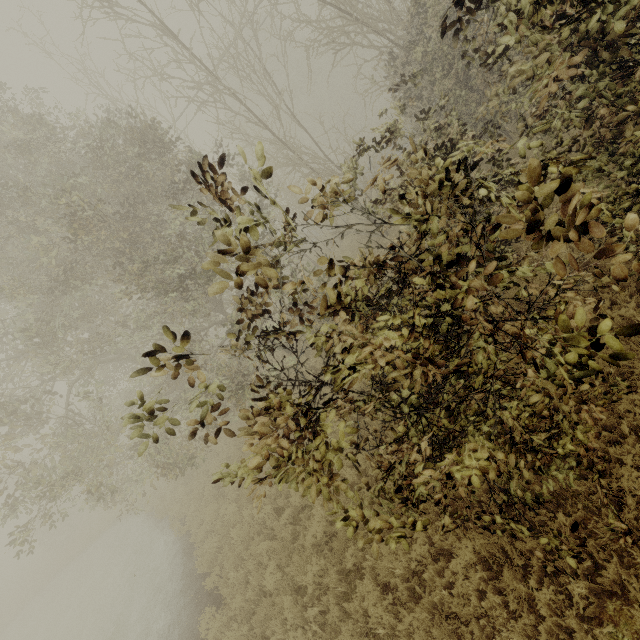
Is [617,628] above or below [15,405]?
below
